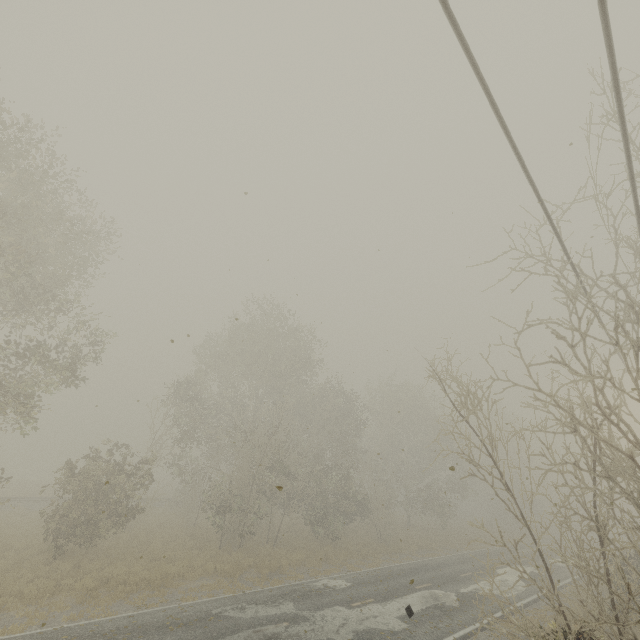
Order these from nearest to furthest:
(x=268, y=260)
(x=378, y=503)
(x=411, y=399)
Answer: (x=268, y=260), (x=378, y=503), (x=411, y=399)
